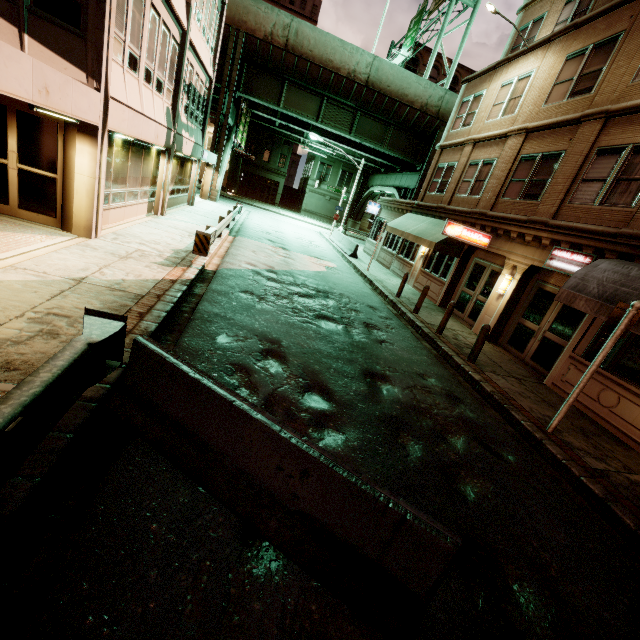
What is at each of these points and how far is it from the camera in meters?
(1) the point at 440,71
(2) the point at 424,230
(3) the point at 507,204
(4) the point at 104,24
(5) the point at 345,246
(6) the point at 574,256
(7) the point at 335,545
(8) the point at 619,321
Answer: (1) building, 46.0 m
(2) awning, 17.0 m
(3) building, 13.4 m
(4) building, 7.6 m
(5) barrier, 24.9 m
(6) sign, 9.9 m
(7) barrier, 3.0 m
(8) sign, 6.2 m

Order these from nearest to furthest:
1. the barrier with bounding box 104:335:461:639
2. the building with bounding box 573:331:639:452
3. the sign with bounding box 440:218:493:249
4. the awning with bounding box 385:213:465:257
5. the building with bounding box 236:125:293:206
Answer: the barrier with bounding box 104:335:461:639 < the building with bounding box 573:331:639:452 < the sign with bounding box 440:218:493:249 < the awning with bounding box 385:213:465:257 < the building with bounding box 236:125:293:206

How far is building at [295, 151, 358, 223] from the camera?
48.2 meters

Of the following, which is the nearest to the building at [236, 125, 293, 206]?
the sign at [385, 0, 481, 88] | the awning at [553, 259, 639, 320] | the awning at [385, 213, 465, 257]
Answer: the sign at [385, 0, 481, 88]

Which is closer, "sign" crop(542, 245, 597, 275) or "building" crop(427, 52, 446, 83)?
"sign" crop(542, 245, 597, 275)

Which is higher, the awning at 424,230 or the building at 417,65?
the building at 417,65

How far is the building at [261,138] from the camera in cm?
4644

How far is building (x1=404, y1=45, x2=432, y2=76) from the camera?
44.8 meters
